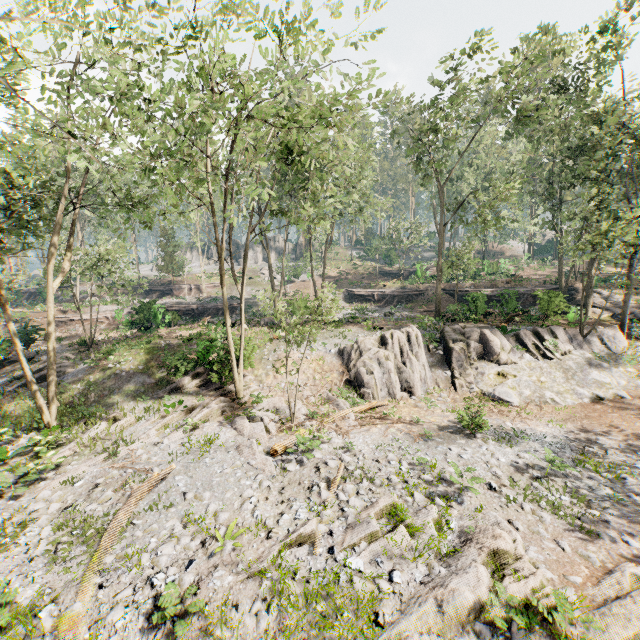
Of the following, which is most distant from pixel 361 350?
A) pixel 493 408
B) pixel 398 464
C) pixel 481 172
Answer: pixel 481 172

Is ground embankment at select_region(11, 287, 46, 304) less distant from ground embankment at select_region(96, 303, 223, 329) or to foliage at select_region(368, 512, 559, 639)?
foliage at select_region(368, 512, 559, 639)

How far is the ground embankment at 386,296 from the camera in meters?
38.2 m

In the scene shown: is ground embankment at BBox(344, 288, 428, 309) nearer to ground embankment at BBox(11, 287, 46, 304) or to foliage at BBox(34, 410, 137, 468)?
foliage at BBox(34, 410, 137, 468)

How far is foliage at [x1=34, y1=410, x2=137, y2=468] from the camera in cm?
1296

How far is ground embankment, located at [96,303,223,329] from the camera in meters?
30.8 m

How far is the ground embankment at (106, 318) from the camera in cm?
3078
